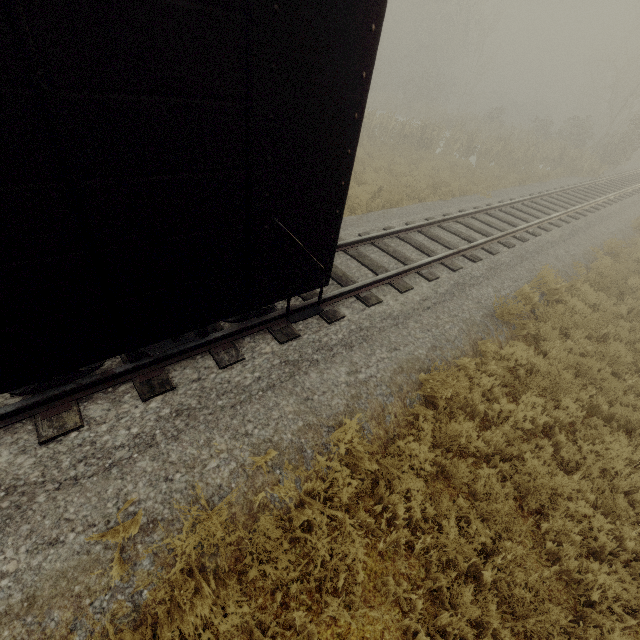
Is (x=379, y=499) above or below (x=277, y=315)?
below

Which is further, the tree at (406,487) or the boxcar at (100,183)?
the tree at (406,487)

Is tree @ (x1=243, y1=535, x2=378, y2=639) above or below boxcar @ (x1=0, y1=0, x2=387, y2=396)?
below

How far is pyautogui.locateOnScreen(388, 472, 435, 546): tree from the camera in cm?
380

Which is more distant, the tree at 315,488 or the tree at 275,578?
the tree at 315,488

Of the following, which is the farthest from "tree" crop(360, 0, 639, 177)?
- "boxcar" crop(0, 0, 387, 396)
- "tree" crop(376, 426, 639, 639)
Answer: "boxcar" crop(0, 0, 387, 396)
